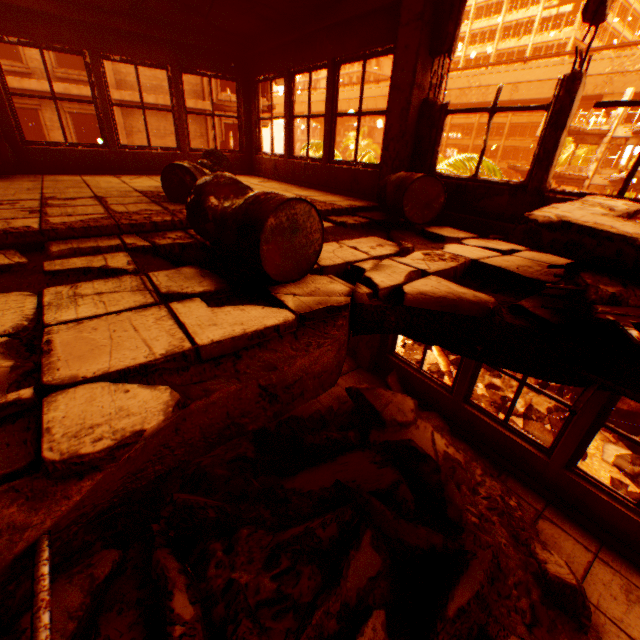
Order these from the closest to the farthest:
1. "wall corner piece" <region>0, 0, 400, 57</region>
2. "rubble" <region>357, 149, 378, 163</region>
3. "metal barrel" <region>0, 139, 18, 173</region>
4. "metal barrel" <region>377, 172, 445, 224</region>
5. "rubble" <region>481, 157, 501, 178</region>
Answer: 1. "metal barrel" <region>377, 172, 445, 224</region>
2. "wall corner piece" <region>0, 0, 400, 57</region>
3. "metal barrel" <region>0, 139, 18, 173</region>
4. "rubble" <region>481, 157, 501, 178</region>
5. "rubble" <region>357, 149, 378, 163</region>

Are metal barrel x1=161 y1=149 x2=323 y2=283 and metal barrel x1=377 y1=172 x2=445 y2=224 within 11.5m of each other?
yes

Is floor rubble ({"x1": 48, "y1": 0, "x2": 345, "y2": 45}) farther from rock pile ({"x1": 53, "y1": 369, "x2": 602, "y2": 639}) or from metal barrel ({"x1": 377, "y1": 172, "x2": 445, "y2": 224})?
rock pile ({"x1": 53, "y1": 369, "x2": 602, "y2": 639})

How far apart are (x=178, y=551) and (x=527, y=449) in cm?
417

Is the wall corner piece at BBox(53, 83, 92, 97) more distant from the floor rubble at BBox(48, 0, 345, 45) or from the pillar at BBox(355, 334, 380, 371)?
the pillar at BBox(355, 334, 380, 371)

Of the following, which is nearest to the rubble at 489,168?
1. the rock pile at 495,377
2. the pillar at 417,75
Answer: the rock pile at 495,377

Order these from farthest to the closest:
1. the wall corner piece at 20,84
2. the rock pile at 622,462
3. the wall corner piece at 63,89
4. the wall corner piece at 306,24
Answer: the wall corner piece at 63,89 → the wall corner piece at 20,84 → the rock pile at 622,462 → the wall corner piece at 306,24

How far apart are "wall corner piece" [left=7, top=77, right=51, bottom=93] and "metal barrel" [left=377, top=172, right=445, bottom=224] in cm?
1814
